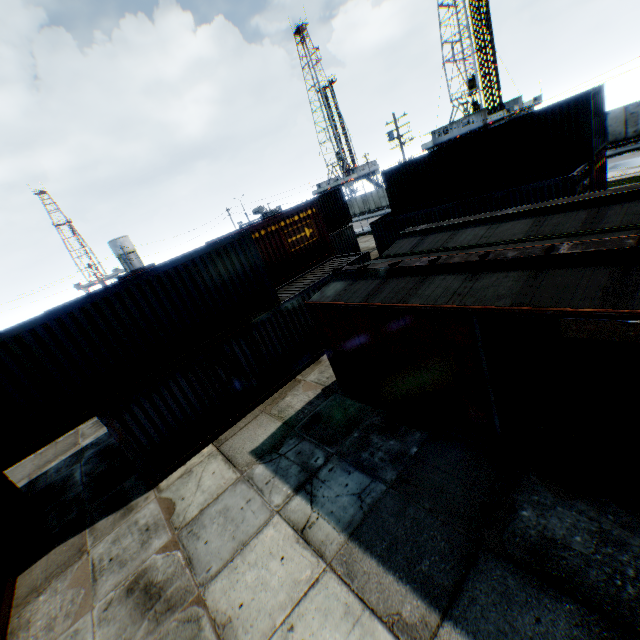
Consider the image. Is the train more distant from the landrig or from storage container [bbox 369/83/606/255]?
the landrig

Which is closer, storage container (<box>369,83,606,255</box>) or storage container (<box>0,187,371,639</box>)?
storage container (<box>0,187,371,639</box>)

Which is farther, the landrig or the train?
the landrig

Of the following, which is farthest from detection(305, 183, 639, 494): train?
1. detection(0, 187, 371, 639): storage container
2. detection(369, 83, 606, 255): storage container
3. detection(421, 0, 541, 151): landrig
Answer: detection(421, 0, 541, 151): landrig

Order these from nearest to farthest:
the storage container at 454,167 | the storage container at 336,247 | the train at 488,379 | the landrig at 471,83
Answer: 1. the train at 488,379
2. the storage container at 336,247
3. the storage container at 454,167
4. the landrig at 471,83

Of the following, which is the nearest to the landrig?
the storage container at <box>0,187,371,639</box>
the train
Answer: the storage container at <box>0,187,371,639</box>

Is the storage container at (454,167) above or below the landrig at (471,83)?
below

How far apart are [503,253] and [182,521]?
10.1 meters
